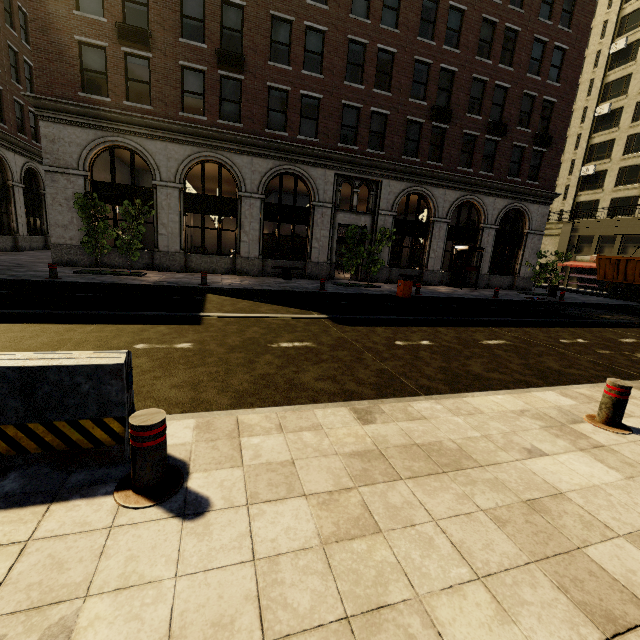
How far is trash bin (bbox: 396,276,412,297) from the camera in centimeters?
1405cm

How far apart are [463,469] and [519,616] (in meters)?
1.19

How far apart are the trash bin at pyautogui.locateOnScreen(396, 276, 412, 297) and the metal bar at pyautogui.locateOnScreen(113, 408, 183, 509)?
12.7m

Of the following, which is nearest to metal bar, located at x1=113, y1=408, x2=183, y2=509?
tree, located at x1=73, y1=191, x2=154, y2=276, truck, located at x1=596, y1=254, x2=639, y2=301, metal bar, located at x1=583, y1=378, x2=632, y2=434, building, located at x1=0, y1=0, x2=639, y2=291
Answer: metal bar, located at x1=583, y1=378, x2=632, y2=434

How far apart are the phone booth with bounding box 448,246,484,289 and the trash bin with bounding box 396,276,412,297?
8.0 meters

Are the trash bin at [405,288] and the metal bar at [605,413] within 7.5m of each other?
no

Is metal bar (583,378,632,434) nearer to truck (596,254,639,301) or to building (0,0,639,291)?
building (0,0,639,291)

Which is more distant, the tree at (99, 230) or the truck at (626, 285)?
the truck at (626, 285)
